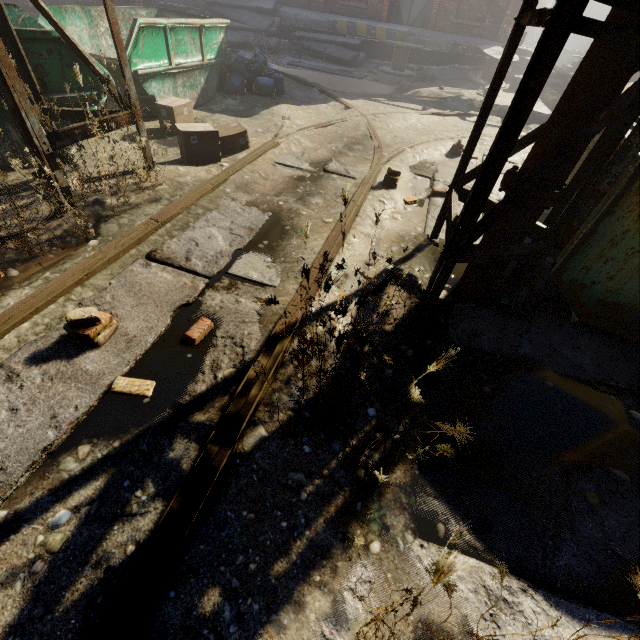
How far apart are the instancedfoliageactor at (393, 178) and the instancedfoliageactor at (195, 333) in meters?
3.5

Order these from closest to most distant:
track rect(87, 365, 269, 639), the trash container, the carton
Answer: track rect(87, 365, 269, 639) < the trash container < the carton

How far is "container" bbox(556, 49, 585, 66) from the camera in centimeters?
2571cm

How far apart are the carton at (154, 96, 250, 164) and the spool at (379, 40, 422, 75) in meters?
11.0

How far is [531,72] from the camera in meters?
1.7

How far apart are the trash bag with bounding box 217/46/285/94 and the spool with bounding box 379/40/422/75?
6.97m

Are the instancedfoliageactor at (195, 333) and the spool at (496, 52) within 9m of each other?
no

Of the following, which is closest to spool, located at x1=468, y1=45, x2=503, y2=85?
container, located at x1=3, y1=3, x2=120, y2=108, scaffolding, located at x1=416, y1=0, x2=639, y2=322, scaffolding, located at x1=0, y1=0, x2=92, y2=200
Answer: container, located at x1=3, y1=3, x2=120, y2=108
